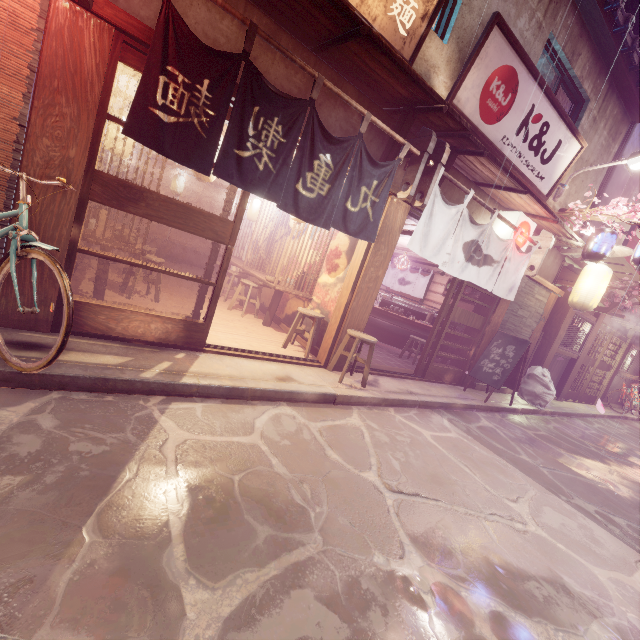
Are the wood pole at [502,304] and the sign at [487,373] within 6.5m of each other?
yes

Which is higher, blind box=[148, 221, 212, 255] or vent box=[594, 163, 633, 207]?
vent box=[594, 163, 633, 207]

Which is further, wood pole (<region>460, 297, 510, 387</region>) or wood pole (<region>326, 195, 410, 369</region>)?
wood pole (<region>460, 297, 510, 387</region>)

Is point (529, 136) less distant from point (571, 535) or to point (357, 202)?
point (357, 202)

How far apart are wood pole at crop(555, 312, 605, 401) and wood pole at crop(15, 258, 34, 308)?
23.3 meters

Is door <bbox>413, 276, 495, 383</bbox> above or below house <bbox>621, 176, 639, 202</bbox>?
below

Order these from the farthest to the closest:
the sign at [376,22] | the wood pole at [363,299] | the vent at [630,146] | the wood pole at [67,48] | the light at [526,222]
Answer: the vent at [630,146] < the light at [526,222] < the wood pole at [363,299] < the sign at [376,22] < the wood pole at [67,48]

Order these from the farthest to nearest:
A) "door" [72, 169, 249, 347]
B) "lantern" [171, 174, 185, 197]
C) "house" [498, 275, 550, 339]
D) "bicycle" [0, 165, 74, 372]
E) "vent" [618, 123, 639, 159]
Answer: "lantern" [171, 174, 185, 197]
"vent" [618, 123, 639, 159]
"house" [498, 275, 550, 339]
"door" [72, 169, 249, 347]
"bicycle" [0, 165, 74, 372]
